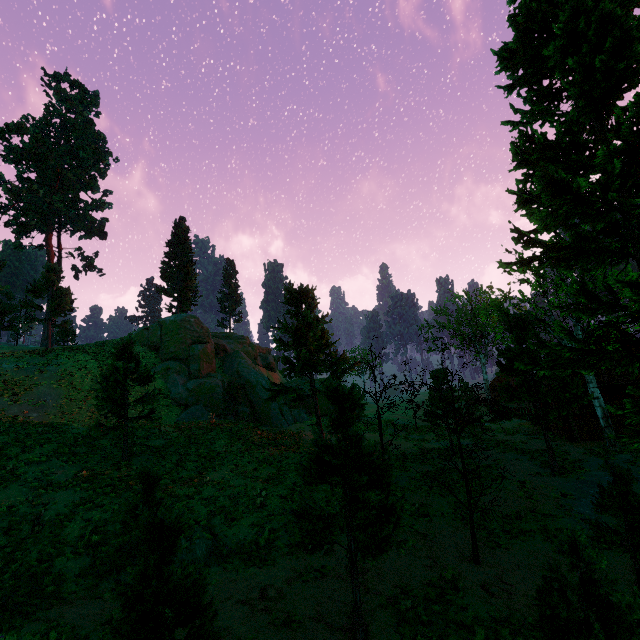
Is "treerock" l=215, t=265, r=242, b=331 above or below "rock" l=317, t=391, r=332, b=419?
above

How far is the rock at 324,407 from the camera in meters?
35.8

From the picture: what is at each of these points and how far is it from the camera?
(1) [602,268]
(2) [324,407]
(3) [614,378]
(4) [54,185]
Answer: (1) treerock, 12.25m
(2) rock, 36.31m
(3) building, 22.69m
(4) treerock, 42.69m

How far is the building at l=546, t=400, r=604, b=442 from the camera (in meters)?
22.33

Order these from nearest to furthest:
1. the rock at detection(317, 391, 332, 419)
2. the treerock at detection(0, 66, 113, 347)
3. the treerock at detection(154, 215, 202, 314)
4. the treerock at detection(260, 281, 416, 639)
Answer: the treerock at detection(260, 281, 416, 639) → the treerock at detection(0, 66, 113, 347) → the rock at detection(317, 391, 332, 419) → the treerock at detection(154, 215, 202, 314)

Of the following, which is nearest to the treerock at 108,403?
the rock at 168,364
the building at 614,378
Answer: the building at 614,378

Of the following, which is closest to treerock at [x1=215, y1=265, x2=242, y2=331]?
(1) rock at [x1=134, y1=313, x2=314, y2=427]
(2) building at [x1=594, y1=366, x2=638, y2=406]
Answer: (2) building at [x1=594, y1=366, x2=638, y2=406]
